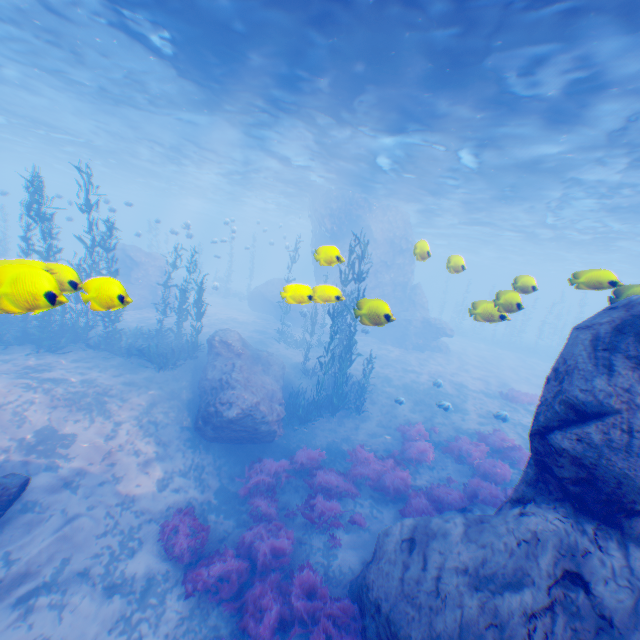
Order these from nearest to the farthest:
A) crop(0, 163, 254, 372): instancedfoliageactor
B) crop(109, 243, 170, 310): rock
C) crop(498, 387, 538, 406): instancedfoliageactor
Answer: crop(0, 163, 254, 372): instancedfoliageactor → crop(498, 387, 538, 406): instancedfoliageactor → crop(109, 243, 170, 310): rock

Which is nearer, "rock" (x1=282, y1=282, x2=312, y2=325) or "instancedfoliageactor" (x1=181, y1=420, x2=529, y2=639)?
"rock" (x1=282, y1=282, x2=312, y2=325)

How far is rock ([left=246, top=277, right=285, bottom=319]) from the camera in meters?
30.1

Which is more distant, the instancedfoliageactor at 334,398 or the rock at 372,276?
the instancedfoliageactor at 334,398

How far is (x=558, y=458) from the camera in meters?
5.3

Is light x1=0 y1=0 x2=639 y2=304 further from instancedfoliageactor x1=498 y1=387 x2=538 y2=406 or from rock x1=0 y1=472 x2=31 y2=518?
instancedfoliageactor x1=498 y1=387 x2=538 y2=406

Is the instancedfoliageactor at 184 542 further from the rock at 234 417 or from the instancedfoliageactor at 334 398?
the instancedfoliageactor at 334 398

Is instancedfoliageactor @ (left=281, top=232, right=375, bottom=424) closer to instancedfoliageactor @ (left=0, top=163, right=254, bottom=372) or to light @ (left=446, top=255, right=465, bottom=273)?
light @ (left=446, top=255, right=465, bottom=273)
